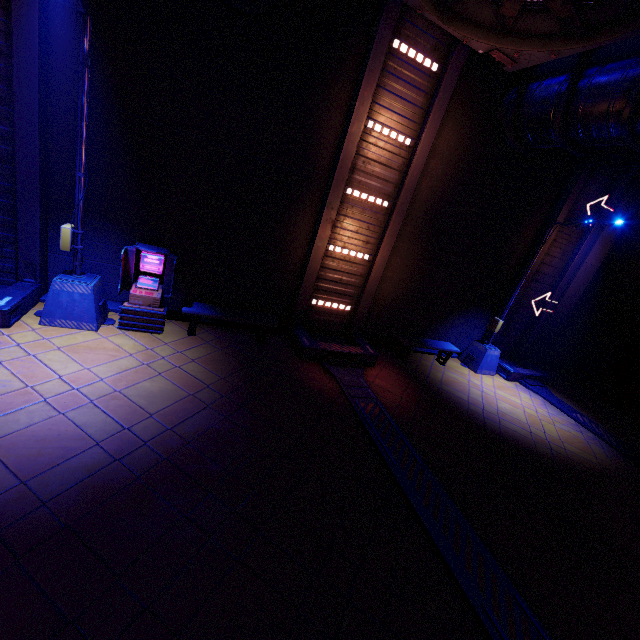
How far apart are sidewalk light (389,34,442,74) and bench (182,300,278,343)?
7.3 meters

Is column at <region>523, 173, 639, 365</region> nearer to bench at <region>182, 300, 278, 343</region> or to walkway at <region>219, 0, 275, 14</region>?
bench at <region>182, 300, 278, 343</region>

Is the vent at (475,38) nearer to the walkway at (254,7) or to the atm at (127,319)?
the walkway at (254,7)

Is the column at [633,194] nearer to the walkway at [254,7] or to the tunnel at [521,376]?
the tunnel at [521,376]

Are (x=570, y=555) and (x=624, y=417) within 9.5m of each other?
no

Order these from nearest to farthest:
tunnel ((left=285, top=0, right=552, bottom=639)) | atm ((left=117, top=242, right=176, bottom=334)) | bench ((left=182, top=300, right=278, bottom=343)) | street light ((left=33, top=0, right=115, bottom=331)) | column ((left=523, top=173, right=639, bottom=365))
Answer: tunnel ((left=285, top=0, right=552, bottom=639))
street light ((left=33, top=0, right=115, bottom=331))
atm ((left=117, top=242, right=176, bottom=334))
bench ((left=182, top=300, right=278, bottom=343))
column ((left=523, top=173, right=639, bottom=365))

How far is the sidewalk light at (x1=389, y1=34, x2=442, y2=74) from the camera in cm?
775

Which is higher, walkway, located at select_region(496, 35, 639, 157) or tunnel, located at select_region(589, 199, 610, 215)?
walkway, located at select_region(496, 35, 639, 157)
